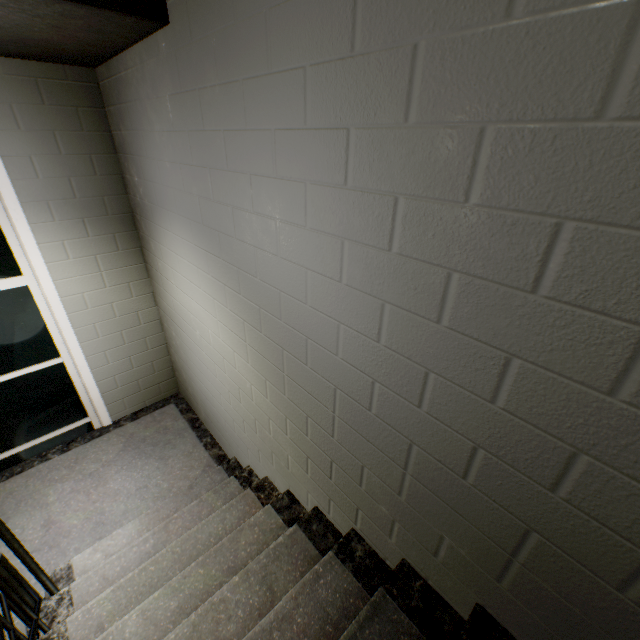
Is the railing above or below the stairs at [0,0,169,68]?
below

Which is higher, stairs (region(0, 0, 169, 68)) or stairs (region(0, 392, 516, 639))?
stairs (region(0, 0, 169, 68))

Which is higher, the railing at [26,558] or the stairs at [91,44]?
the stairs at [91,44]

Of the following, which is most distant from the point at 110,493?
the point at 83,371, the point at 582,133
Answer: the point at 582,133

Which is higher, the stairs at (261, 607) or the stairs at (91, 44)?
the stairs at (91, 44)
